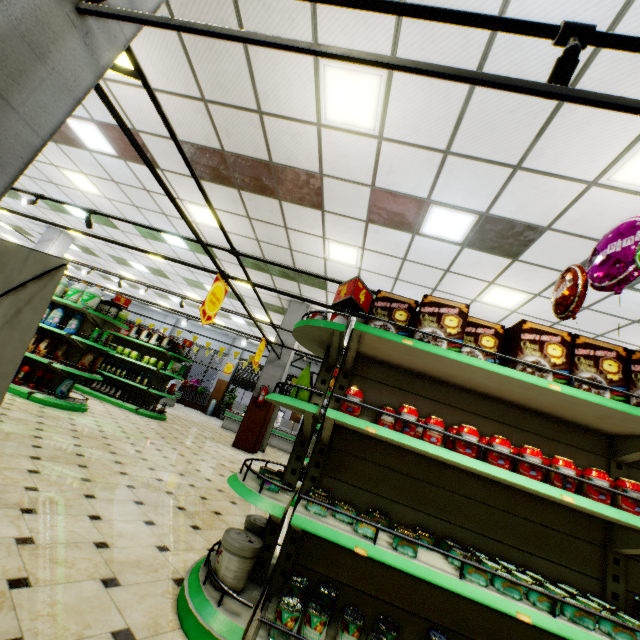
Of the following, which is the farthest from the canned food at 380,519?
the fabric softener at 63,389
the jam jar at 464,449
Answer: the fabric softener at 63,389

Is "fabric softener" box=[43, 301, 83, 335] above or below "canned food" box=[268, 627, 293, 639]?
above

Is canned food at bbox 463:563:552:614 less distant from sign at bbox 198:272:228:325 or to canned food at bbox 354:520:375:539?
canned food at bbox 354:520:375:539

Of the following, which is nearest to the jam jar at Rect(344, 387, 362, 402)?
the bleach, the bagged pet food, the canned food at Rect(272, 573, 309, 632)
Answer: the bagged pet food

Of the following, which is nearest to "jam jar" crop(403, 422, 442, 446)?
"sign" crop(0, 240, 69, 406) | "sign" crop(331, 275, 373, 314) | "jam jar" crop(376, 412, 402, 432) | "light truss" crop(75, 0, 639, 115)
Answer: "jam jar" crop(376, 412, 402, 432)

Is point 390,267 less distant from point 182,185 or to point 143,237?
point 182,185

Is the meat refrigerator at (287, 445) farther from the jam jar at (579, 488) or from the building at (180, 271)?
the jam jar at (579, 488)

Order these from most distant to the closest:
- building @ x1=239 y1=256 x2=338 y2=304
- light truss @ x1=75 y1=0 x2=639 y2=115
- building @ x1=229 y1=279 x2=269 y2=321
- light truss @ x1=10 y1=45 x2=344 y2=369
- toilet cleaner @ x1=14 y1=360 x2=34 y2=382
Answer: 1. building @ x1=229 y1=279 x2=269 y2=321
2. building @ x1=239 y1=256 x2=338 y2=304
3. toilet cleaner @ x1=14 y1=360 x2=34 y2=382
4. light truss @ x1=10 y1=45 x2=344 y2=369
5. light truss @ x1=75 y1=0 x2=639 y2=115
